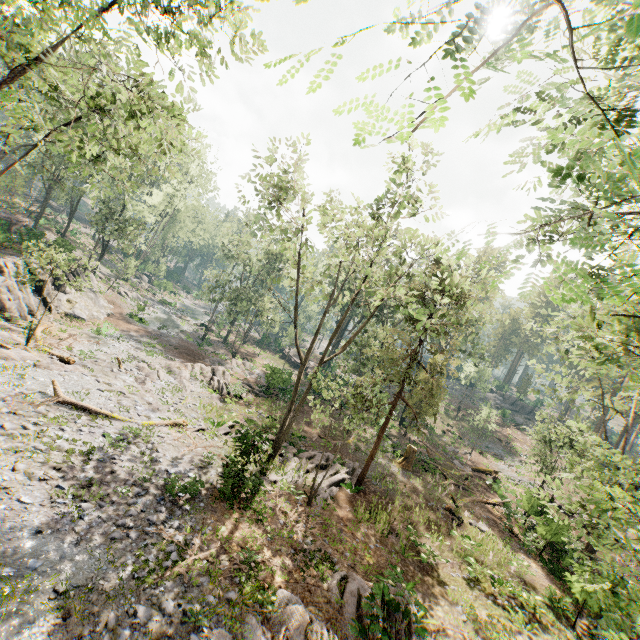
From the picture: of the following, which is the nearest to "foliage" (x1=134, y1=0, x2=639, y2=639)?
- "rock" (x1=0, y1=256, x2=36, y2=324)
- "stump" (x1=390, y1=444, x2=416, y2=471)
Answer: "rock" (x1=0, y1=256, x2=36, y2=324)

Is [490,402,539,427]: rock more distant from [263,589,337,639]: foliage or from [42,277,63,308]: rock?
[42,277,63,308]: rock

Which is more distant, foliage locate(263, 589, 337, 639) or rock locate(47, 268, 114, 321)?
rock locate(47, 268, 114, 321)

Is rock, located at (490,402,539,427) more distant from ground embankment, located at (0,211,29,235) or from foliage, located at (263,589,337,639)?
ground embankment, located at (0,211,29,235)

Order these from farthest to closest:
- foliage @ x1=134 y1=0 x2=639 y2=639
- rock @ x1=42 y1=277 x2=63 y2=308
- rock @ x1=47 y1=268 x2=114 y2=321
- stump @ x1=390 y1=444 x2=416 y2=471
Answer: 1. rock @ x1=47 y1=268 x2=114 y2=321
2. rock @ x1=42 y1=277 x2=63 y2=308
3. stump @ x1=390 y1=444 x2=416 y2=471
4. foliage @ x1=134 y1=0 x2=639 y2=639

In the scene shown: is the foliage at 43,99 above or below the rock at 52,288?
above

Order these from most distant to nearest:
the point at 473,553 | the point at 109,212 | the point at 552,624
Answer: the point at 109,212, the point at 473,553, the point at 552,624

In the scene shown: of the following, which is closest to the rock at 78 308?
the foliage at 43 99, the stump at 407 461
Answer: the foliage at 43 99
